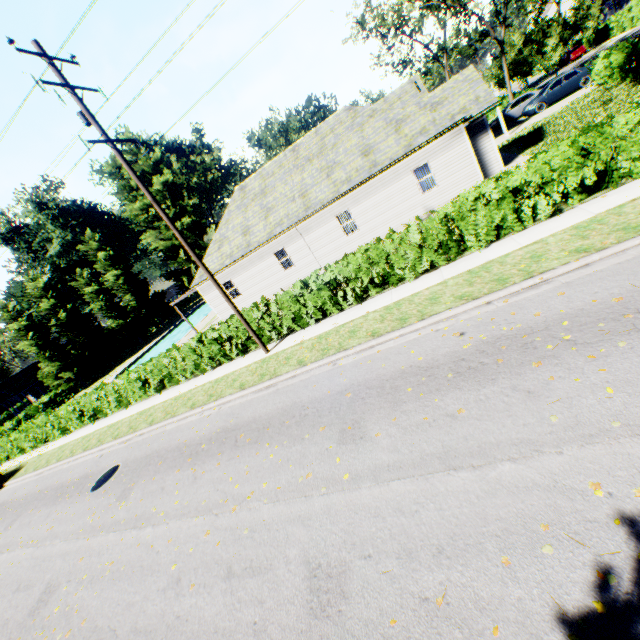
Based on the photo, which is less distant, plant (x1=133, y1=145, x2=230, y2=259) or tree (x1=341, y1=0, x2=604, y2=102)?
tree (x1=341, y1=0, x2=604, y2=102)

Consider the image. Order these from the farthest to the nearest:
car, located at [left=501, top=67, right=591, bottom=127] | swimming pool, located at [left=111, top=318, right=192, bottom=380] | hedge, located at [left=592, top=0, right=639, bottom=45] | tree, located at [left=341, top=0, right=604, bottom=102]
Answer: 1. hedge, located at [left=592, top=0, right=639, bottom=45]
2. swimming pool, located at [left=111, top=318, right=192, bottom=380]
3. tree, located at [left=341, top=0, right=604, bottom=102]
4. car, located at [left=501, top=67, right=591, bottom=127]

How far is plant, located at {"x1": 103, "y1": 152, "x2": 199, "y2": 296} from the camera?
46.25m

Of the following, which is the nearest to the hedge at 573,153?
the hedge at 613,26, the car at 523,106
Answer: the car at 523,106

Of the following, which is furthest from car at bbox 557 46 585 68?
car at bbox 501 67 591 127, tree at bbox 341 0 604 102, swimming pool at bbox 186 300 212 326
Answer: swimming pool at bbox 186 300 212 326

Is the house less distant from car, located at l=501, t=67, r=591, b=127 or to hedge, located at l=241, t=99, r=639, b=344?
hedge, located at l=241, t=99, r=639, b=344

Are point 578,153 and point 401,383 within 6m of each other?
no

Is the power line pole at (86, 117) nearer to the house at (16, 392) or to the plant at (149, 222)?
the plant at (149, 222)
